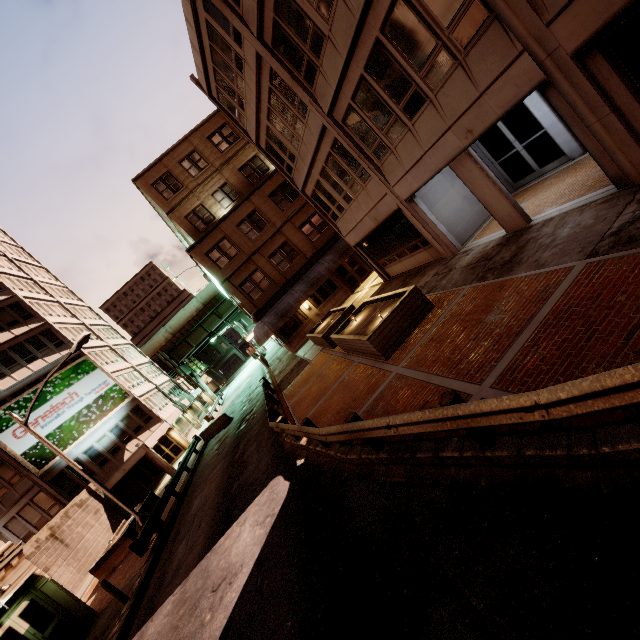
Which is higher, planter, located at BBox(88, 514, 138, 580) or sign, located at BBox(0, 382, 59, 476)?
sign, located at BBox(0, 382, 59, 476)

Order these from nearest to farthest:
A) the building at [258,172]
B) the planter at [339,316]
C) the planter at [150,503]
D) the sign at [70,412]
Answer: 1. the building at [258,172]
2. the planter at [339,316]
3. the planter at [150,503]
4. the sign at [70,412]

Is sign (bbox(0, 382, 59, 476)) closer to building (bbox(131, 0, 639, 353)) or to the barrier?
the barrier

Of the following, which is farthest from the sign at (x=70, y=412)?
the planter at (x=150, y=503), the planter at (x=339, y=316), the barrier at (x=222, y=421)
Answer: the planter at (x=339, y=316)

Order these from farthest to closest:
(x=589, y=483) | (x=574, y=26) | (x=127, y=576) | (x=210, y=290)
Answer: (x=210, y=290), (x=127, y=576), (x=574, y=26), (x=589, y=483)

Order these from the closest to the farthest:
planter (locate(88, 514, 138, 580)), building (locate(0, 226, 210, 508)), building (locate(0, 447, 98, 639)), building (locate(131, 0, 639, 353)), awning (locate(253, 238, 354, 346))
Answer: building (locate(131, 0, 639, 353))
building (locate(0, 447, 98, 639))
planter (locate(88, 514, 138, 580))
awning (locate(253, 238, 354, 346))
building (locate(0, 226, 210, 508))

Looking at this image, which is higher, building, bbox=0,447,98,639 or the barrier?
building, bbox=0,447,98,639

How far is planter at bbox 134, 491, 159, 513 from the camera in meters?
20.7
